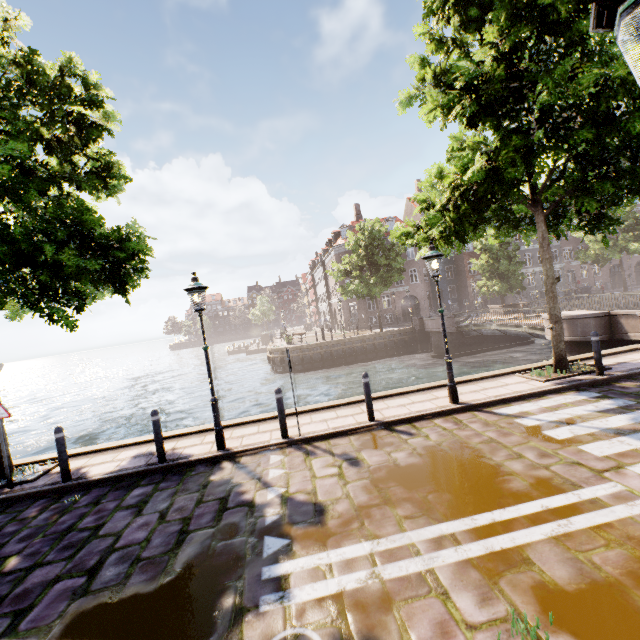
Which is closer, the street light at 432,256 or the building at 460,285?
the street light at 432,256

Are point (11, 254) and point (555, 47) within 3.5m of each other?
no

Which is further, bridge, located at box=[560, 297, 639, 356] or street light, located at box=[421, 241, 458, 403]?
bridge, located at box=[560, 297, 639, 356]

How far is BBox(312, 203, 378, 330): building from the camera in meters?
39.9

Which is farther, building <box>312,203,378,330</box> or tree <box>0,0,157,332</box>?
building <box>312,203,378,330</box>

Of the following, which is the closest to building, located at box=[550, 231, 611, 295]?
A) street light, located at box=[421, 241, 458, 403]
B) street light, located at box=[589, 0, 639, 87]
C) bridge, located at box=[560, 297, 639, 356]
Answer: street light, located at box=[421, 241, 458, 403]

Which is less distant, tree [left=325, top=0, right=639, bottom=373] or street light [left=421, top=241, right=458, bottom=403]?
tree [left=325, top=0, right=639, bottom=373]

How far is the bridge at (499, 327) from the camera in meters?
17.7
